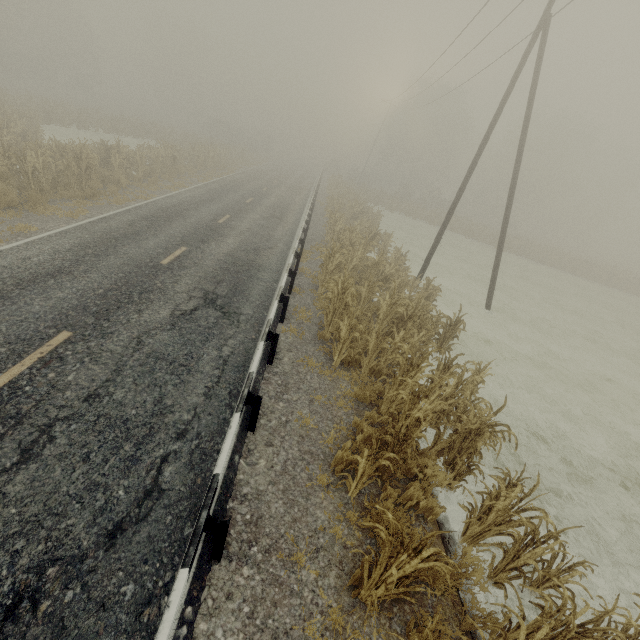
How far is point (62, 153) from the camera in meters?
14.8

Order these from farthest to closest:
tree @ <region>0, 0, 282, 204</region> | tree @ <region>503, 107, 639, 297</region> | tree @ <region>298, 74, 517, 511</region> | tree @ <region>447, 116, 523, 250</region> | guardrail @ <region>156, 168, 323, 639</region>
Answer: tree @ <region>447, 116, 523, 250</region> → tree @ <region>503, 107, 639, 297</region> → tree @ <region>0, 0, 282, 204</region> → tree @ <region>298, 74, 517, 511</region> → guardrail @ <region>156, 168, 323, 639</region>

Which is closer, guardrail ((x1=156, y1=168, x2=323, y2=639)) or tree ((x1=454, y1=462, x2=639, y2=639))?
guardrail ((x1=156, y1=168, x2=323, y2=639))

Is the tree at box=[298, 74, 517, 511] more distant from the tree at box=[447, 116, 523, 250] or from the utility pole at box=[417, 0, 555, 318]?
the tree at box=[447, 116, 523, 250]

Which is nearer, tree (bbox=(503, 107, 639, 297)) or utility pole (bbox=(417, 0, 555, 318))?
utility pole (bbox=(417, 0, 555, 318))

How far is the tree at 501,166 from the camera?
36.7 meters

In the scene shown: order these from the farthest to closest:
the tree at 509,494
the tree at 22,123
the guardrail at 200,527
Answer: the tree at 22,123 → the tree at 509,494 → the guardrail at 200,527

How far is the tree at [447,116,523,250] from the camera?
36.7m
